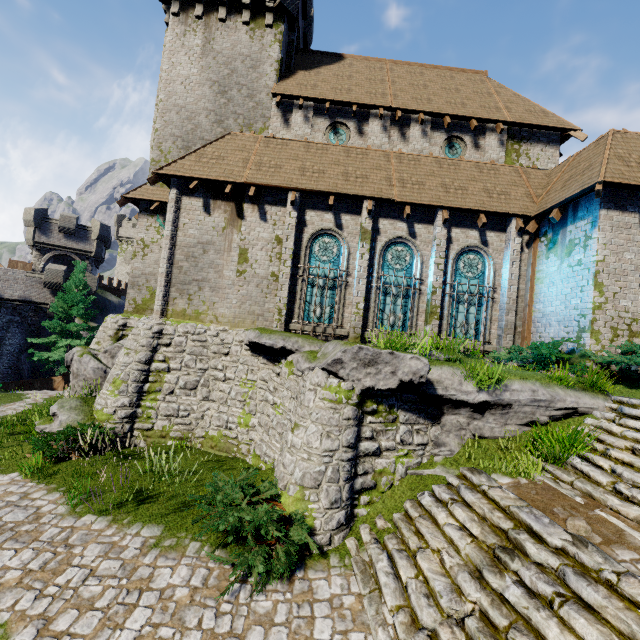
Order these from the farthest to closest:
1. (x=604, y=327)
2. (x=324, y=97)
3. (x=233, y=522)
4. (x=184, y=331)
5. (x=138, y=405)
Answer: (x=324, y=97) → (x=184, y=331) → (x=138, y=405) → (x=604, y=327) → (x=233, y=522)

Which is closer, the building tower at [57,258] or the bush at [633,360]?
the bush at [633,360]

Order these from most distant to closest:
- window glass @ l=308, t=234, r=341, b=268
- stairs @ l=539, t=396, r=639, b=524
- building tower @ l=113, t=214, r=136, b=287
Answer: building tower @ l=113, t=214, r=136, b=287 → window glass @ l=308, t=234, r=341, b=268 → stairs @ l=539, t=396, r=639, b=524

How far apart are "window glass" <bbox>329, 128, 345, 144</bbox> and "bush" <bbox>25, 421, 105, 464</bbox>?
15.86m

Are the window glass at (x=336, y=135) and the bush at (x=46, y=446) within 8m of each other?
no

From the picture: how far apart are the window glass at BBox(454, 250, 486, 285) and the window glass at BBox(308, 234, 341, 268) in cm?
451

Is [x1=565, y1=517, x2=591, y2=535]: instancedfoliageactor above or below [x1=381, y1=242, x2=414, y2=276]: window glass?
below

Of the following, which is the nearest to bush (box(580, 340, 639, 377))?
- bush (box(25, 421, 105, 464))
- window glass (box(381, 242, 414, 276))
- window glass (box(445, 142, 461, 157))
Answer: window glass (box(381, 242, 414, 276))
